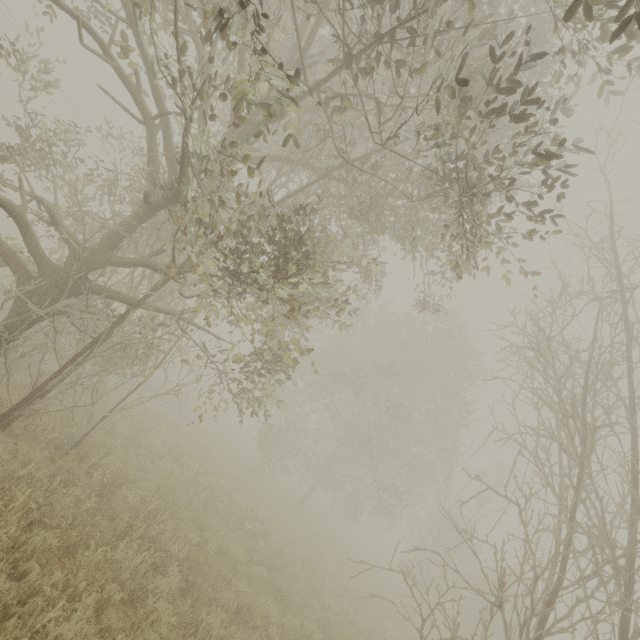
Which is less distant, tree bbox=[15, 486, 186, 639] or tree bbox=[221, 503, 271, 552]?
tree bbox=[15, 486, 186, 639]

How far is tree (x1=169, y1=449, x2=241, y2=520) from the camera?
10.73m

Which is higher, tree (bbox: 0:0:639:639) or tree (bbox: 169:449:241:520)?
tree (bbox: 0:0:639:639)

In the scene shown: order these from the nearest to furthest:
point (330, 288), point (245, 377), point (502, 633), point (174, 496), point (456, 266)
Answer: point (456, 266) → point (174, 496) → point (330, 288) → point (502, 633) → point (245, 377)

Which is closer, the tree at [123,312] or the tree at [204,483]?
the tree at [123,312]

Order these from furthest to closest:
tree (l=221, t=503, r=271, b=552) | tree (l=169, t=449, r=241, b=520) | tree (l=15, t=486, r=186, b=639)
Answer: tree (l=169, t=449, r=241, b=520) < tree (l=221, t=503, r=271, b=552) < tree (l=15, t=486, r=186, b=639)
